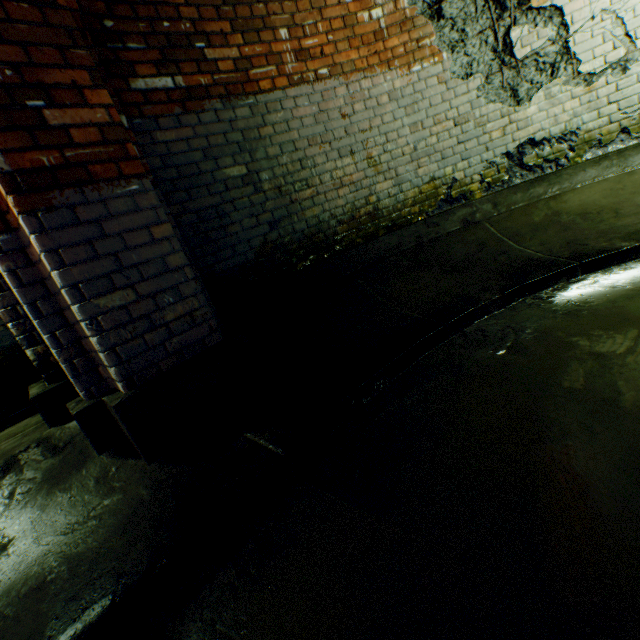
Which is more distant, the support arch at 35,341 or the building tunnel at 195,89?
the support arch at 35,341

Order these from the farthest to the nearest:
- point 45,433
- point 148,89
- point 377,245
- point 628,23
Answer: point 377,245 → point 628,23 → point 148,89 → point 45,433

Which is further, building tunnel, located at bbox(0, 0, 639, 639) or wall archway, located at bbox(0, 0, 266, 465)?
wall archway, located at bbox(0, 0, 266, 465)

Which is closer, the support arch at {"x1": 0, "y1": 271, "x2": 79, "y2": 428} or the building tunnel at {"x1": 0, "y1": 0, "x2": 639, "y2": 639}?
the building tunnel at {"x1": 0, "y1": 0, "x2": 639, "y2": 639}

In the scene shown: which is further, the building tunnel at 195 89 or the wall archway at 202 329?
the wall archway at 202 329
